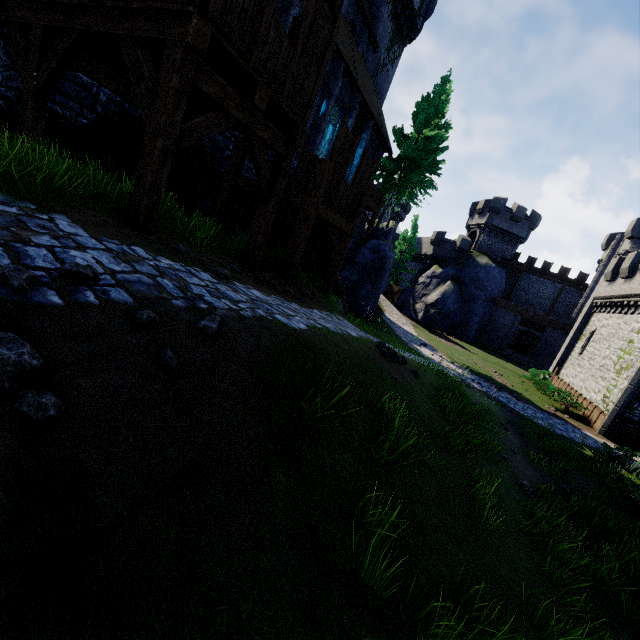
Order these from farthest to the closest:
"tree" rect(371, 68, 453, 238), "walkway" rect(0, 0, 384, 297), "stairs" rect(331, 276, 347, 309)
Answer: "tree" rect(371, 68, 453, 238) → "stairs" rect(331, 276, 347, 309) → "walkway" rect(0, 0, 384, 297)

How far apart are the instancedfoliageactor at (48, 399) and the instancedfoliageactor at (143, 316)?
0.8 meters

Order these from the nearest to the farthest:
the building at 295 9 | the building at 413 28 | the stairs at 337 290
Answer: the building at 295 9
the stairs at 337 290
the building at 413 28

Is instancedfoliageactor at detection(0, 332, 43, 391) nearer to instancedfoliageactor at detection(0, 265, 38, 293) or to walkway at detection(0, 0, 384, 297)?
instancedfoliageactor at detection(0, 265, 38, 293)

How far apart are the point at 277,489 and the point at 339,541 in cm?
81

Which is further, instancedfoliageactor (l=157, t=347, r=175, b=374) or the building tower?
the building tower

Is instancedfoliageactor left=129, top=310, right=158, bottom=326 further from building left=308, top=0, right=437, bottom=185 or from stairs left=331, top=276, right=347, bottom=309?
building left=308, top=0, right=437, bottom=185

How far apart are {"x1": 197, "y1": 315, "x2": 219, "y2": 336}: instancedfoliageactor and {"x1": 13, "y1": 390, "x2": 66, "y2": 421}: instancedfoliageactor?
1.2 meters
